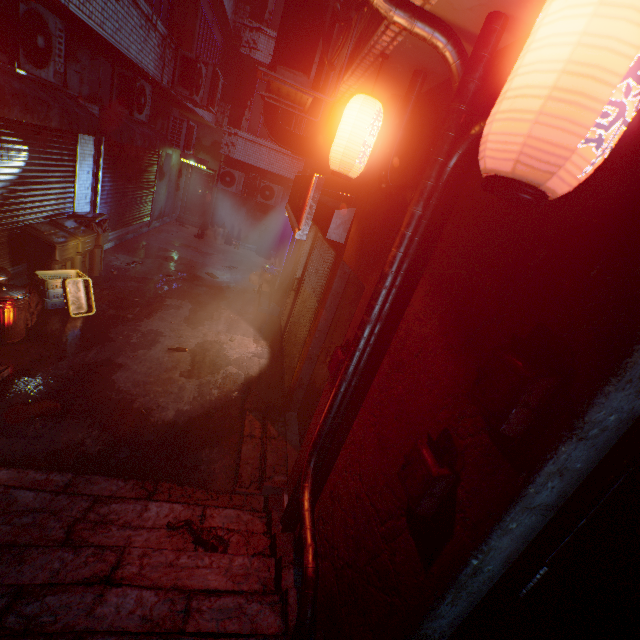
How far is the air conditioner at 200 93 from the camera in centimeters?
630cm

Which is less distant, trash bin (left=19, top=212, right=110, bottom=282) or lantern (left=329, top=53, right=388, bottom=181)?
lantern (left=329, top=53, right=388, bottom=181)

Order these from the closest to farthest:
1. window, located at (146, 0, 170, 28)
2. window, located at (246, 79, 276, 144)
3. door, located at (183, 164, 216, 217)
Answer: window, located at (146, 0, 170, 28), window, located at (246, 79, 276, 144), door, located at (183, 164, 216, 217)

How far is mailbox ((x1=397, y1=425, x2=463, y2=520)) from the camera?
1.2 meters

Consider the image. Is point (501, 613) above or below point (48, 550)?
above

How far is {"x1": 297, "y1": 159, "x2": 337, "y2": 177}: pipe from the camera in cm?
478

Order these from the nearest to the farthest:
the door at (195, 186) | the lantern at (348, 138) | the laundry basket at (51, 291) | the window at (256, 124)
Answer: the lantern at (348, 138) → the laundry basket at (51, 291) → the window at (256, 124) → the door at (195, 186)

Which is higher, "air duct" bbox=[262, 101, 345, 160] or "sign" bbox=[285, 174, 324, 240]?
"air duct" bbox=[262, 101, 345, 160]
